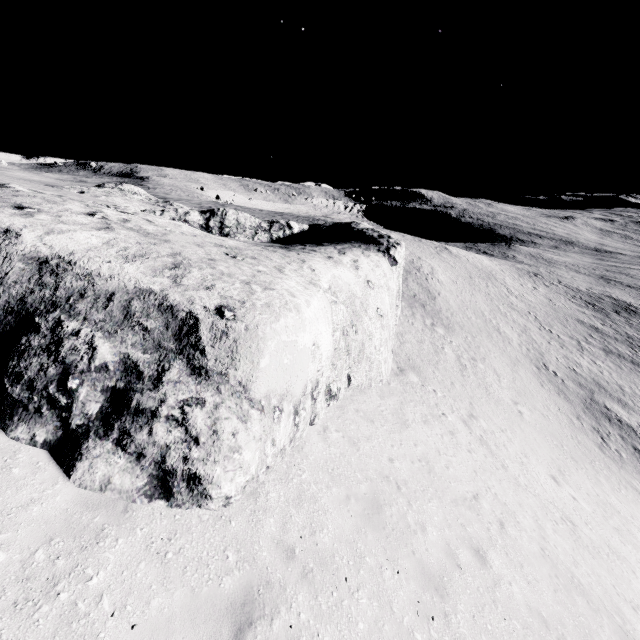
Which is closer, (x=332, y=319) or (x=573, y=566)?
(x=573, y=566)
